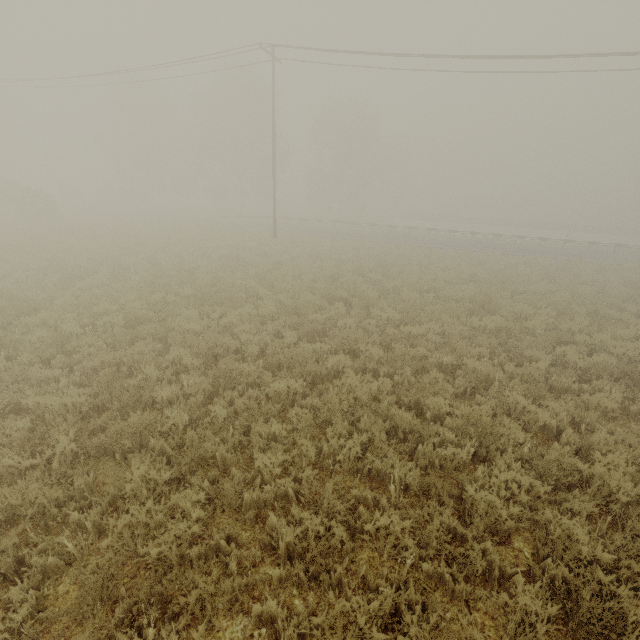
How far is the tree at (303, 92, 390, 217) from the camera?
45.9 meters

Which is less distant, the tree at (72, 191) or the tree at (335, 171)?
the tree at (335, 171)

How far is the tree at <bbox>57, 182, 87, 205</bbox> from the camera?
48.94m

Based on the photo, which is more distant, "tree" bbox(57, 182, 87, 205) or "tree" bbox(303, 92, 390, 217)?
"tree" bbox(57, 182, 87, 205)

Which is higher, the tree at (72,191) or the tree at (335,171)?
the tree at (335,171)

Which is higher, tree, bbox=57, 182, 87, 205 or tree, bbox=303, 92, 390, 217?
tree, bbox=303, 92, 390, 217

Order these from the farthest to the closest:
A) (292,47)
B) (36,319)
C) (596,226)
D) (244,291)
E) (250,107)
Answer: (596,226) < (250,107) < (292,47) < (244,291) < (36,319)
